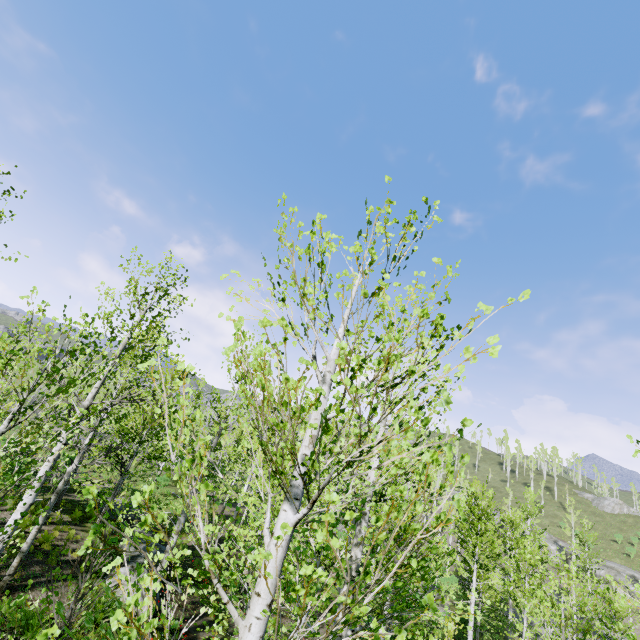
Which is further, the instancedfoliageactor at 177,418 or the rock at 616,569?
the rock at 616,569

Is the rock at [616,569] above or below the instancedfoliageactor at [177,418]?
above

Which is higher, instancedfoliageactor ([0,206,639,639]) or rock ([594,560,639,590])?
rock ([594,560,639,590])

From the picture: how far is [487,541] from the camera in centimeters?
1525cm

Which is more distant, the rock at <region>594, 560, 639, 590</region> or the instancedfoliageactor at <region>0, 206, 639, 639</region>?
the rock at <region>594, 560, 639, 590</region>
